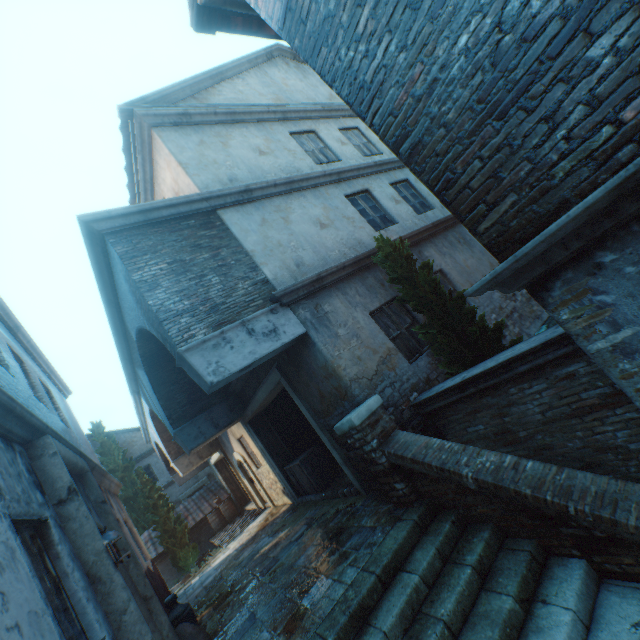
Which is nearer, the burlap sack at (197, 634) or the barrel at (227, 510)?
the burlap sack at (197, 634)

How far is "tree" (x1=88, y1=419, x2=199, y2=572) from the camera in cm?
1552

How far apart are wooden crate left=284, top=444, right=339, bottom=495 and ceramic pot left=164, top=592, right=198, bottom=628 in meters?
3.7 m

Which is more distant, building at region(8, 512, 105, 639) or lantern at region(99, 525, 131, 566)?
lantern at region(99, 525, 131, 566)

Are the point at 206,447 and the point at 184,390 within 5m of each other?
no

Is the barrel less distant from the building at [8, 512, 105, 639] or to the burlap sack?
the building at [8, 512, 105, 639]

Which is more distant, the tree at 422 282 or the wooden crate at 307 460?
the wooden crate at 307 460

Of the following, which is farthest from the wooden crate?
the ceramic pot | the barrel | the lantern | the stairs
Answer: the barrel
